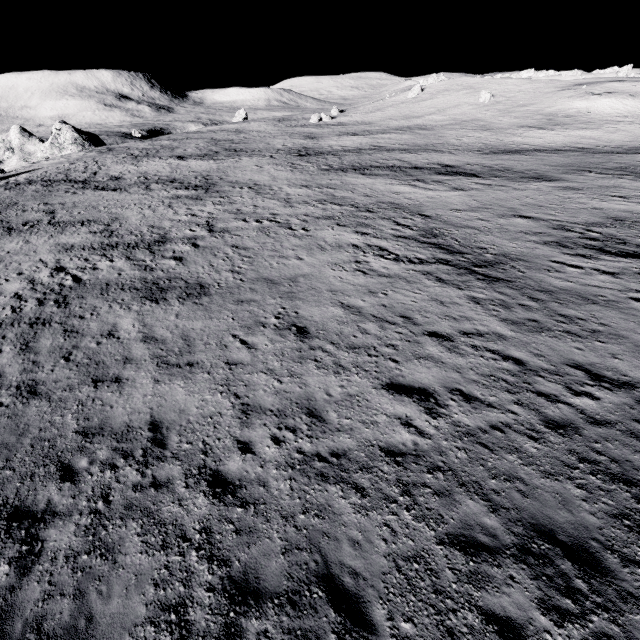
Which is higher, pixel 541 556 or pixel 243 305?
pixel 541 556
